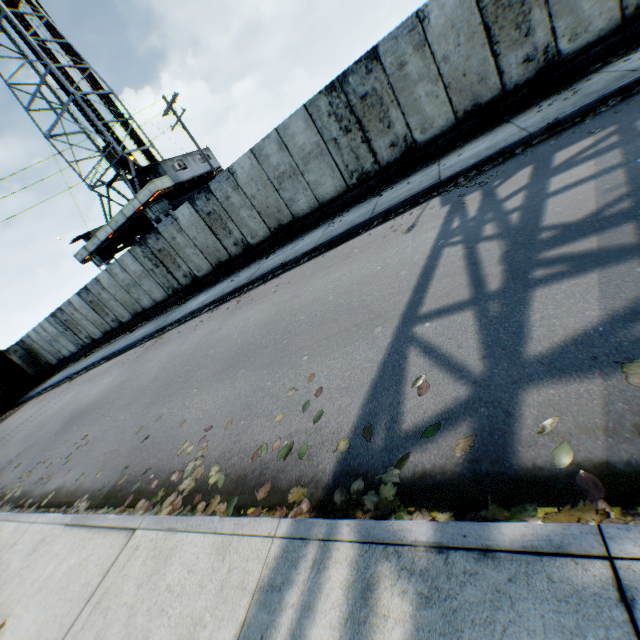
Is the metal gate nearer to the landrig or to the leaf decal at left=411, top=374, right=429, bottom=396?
the landrig

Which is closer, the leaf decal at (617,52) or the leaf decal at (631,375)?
the leaf decal at (631,375)

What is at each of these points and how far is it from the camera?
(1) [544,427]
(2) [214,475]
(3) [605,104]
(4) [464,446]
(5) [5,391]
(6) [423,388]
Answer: (1) leaf decal, 2.03m
(2) leaf decal, 3.54m
(3) leaf decal, 5.98m
(4) leaf decal, 2.22m
(5) metal gate, 23.19m
(6) leaf decal, 2.86m

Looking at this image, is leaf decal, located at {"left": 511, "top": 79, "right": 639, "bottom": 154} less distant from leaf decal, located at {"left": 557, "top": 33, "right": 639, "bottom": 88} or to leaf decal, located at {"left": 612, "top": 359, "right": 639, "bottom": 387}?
leaf decal, located at {"left": 557, "top": 33, "right": 639, "bottom": 88}

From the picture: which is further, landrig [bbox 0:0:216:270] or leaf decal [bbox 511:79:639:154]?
landrig [bbox 0:0:216:270]

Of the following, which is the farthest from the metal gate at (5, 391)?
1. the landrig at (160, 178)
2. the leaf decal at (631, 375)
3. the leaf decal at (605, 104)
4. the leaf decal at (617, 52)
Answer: the leaf decal at (617, 52)

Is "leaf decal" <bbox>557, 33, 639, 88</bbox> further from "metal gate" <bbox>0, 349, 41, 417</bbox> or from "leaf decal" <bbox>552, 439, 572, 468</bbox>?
"metal gate" <bbox>0, 349, 41, 417</bbox>

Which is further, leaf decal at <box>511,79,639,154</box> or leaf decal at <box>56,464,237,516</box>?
leaf decal at <box>511,79,639,154</box>
